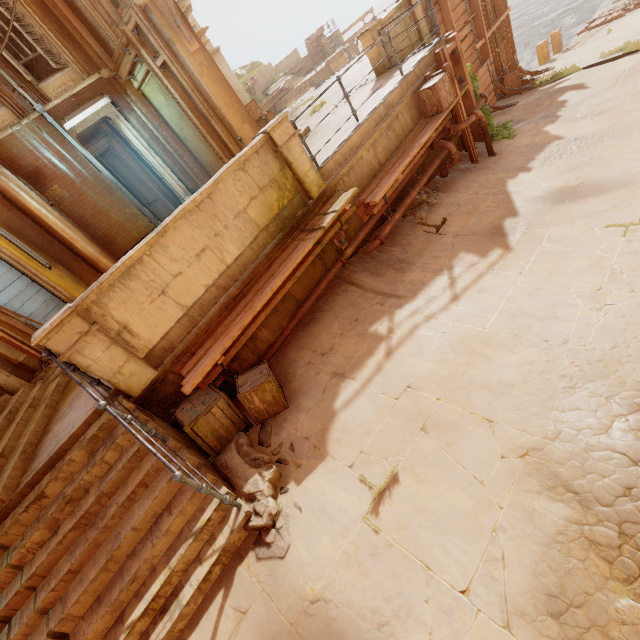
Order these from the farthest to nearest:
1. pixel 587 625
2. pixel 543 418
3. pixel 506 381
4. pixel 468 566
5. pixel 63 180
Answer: pixel 63 180 < pixel 506 381 < pixel 543 418 < pixel 468 566 < pixel 587 625

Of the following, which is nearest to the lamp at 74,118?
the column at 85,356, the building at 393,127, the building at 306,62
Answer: the building at 393,127

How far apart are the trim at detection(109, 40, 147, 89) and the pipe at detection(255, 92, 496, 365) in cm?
821

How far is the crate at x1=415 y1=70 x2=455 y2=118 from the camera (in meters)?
7.48

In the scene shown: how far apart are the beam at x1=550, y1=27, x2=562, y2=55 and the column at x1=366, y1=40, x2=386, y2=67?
12.65m

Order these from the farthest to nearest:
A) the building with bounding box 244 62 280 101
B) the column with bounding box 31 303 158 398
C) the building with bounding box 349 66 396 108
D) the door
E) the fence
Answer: the building with bounding box 244 62 280 101 → the door → the building with bounding box 349 66 396 108 → the column with bounding box 31 303 158 398 → the fence

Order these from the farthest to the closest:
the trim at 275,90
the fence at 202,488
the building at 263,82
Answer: the building at 263,82 < the trim at 275,90 < the fence at 202,488

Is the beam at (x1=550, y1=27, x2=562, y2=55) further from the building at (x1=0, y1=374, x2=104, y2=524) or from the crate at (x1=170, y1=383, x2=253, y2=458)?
the crate at (x1=170, y1=383, x2=253, y2=458)
